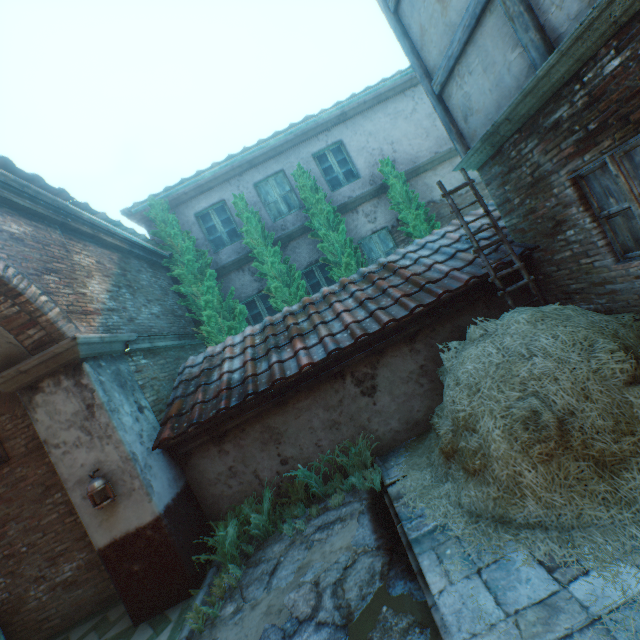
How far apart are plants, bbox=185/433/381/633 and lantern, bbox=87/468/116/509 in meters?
1.3 m

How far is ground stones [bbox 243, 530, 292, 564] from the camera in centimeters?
458cm

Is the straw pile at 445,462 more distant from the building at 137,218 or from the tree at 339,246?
the building at 137,218

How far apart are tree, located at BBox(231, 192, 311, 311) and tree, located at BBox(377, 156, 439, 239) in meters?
3.1 m

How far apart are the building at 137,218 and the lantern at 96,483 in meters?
7.1

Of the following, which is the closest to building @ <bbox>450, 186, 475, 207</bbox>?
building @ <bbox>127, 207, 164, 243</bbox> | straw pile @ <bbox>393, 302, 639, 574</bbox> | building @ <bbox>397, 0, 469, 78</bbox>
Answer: building @ <bbox>127, 207, 164, 243</bbox>

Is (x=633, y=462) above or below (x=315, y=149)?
below

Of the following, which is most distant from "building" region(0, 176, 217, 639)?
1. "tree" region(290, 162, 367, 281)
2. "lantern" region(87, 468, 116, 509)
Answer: "tree" region(290, 162, 367, 281)
